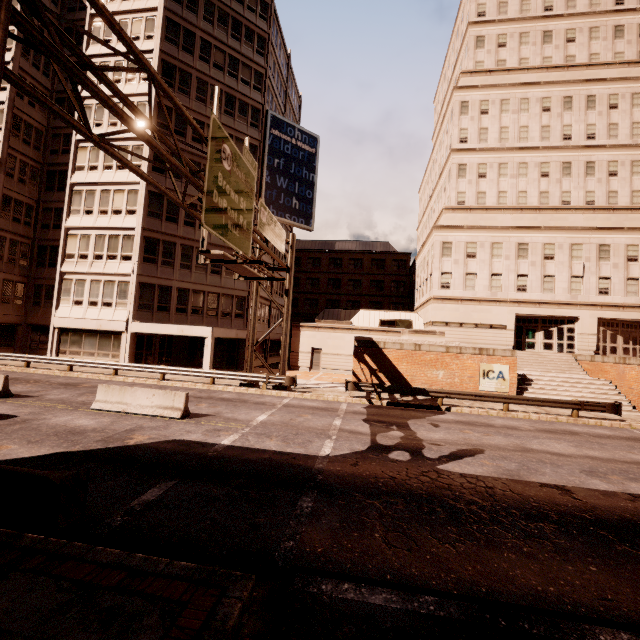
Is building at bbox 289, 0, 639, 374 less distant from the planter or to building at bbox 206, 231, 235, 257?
building at bbox 206, 231, 235, 257

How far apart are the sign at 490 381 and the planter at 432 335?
2.6 meters

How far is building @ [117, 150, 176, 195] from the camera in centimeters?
2577cm

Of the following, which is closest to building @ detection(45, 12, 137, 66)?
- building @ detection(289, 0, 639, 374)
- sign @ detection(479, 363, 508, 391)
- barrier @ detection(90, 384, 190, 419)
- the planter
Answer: building @ detection(289, 0, 639, 374)

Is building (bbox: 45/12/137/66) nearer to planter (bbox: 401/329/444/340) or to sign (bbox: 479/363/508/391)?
planter (bbox: 401/329/444/340)

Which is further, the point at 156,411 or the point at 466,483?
the point at 156,411

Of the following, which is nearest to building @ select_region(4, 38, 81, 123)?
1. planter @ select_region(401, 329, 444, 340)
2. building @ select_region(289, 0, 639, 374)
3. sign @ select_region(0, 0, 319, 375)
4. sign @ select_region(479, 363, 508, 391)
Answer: building @ select_region(289, 0, 639, 374)

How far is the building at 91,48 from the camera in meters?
27.0 m
